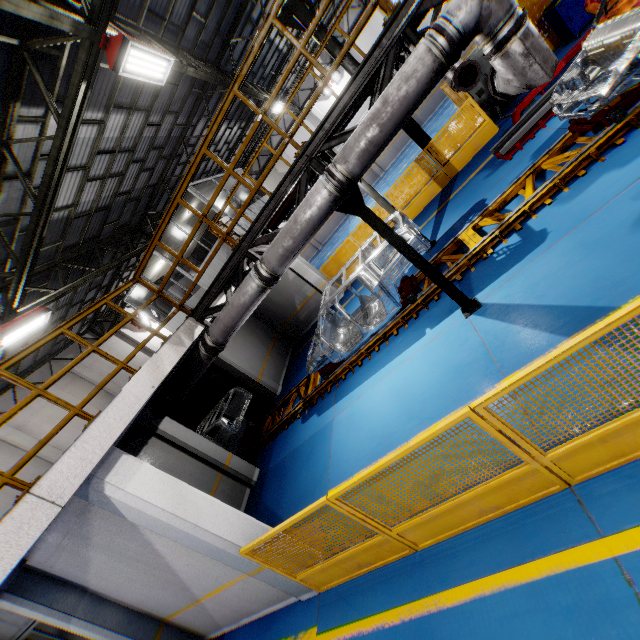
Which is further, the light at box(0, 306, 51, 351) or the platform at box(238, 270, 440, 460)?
the light at box(0, 306, 51, 351)

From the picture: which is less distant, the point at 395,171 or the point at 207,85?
the point at 207,85

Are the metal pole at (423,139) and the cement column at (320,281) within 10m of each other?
yes

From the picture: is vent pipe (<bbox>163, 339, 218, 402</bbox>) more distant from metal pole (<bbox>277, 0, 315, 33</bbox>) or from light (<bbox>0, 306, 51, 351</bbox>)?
metal pole (<bbox>277, 0, 315, 33</bbox>)

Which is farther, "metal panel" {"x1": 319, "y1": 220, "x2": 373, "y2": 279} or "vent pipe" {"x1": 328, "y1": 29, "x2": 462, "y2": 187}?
"metal panel" {"x1": 319, "y1": 220, "x2": 373, "y2": 279}

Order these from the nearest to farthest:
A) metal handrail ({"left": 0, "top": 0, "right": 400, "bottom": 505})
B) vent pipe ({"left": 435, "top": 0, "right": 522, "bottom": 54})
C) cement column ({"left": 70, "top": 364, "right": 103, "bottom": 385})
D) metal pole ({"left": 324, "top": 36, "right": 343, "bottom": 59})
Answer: vent pipe ({"left": 435, "top": 0, "right": 522, "bottom": 54}) → metal handrail ({"left": 0, "top": 0, "right": 400, "bottom": 505}) → metal pole ({"left": 324, "top": 36, "right": 343, "bottom": 59}) → cement column ({"left": 70, "top": 364, "right": 103, "bottom": 385})

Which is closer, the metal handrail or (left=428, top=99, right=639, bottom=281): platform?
the metal handrail

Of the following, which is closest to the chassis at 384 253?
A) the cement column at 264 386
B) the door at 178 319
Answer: the cement column at 264 386
